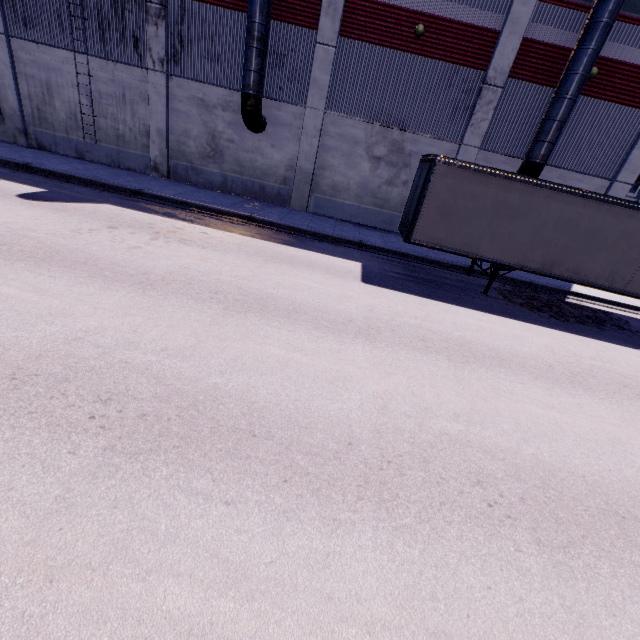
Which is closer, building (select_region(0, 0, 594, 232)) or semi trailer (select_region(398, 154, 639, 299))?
semi trailer (select_region(398, 154, 639, 299))

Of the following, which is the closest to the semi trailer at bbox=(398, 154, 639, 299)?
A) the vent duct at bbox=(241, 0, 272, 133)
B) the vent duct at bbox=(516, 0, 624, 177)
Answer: the vent duct at bbox=(516, 0, 624, 177)

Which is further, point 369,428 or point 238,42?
point 238,42

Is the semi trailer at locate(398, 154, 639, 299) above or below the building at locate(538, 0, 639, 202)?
below

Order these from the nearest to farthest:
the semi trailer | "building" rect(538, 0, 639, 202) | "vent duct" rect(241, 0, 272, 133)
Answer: the semi trailer < "vent duct" rect(241, 0, 272, 133) < "building" rect(538, 0, 639, 202)

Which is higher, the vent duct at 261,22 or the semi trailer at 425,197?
the vent duct at 261,22

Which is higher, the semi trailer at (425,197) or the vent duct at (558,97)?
the vent duct at (558,97)
